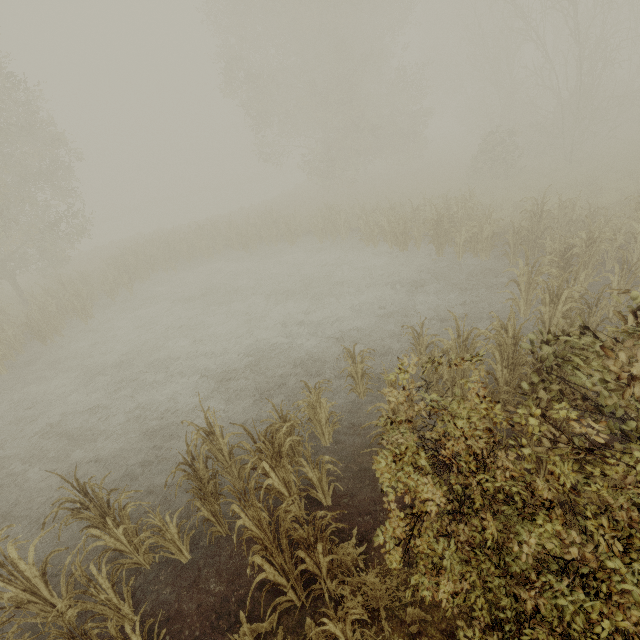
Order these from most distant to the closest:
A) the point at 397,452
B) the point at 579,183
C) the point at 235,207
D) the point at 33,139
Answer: the point at 235,207 → the point at 579,183 → the point at 33,139 → the point at 397,452

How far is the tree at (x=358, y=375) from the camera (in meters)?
6.52

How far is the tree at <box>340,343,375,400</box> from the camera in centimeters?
652cm
